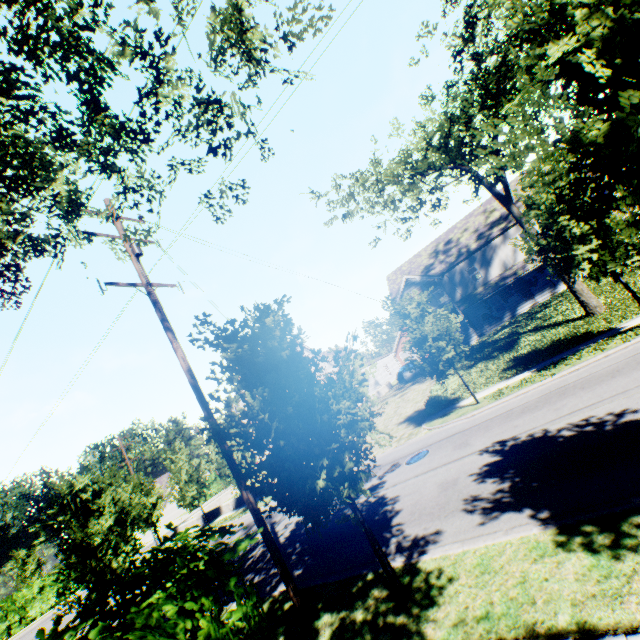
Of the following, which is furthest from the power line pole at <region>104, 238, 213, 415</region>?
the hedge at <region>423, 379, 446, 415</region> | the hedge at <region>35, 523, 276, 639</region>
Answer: the hedge at <region>423, 379, 446, 415</region>

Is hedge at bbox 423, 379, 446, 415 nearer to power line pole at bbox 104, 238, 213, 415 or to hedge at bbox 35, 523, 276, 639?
power line pole at bbox 104, 238, 213, 415

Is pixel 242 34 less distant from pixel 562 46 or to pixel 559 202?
pixel 562 46

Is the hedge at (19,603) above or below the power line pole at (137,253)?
below

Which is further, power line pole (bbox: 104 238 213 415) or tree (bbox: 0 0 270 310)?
power line pole (bbox: 104 238 213 415)

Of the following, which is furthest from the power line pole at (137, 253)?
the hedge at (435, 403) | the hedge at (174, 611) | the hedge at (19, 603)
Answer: the hedge at (19, 603)

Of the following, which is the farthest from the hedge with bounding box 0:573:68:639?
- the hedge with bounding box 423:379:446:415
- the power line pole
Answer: the power line pole
